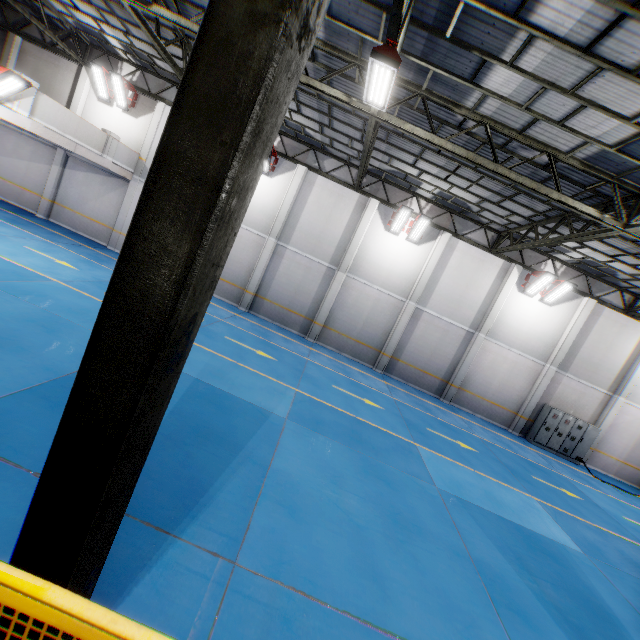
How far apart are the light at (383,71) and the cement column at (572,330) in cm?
1514

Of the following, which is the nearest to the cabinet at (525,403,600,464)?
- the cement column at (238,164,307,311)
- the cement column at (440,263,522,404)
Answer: the cement column at (440,263,522,404)

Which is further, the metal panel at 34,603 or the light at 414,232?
the light at 414,232

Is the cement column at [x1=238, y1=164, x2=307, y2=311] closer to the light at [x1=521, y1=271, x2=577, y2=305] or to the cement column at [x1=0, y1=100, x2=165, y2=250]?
the cement column at [x1=0, y1=100, x2=165, y2=250]

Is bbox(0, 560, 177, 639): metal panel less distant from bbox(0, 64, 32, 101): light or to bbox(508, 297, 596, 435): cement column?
bbox(0, 64, 32, 101): light

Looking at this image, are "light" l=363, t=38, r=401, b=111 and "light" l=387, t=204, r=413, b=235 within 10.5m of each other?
yes

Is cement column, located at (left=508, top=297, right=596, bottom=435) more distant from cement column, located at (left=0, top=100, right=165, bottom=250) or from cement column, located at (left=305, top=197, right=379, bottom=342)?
cement column, located at (left=0, top=100, right=165, bottom=250)

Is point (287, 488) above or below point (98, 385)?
below
